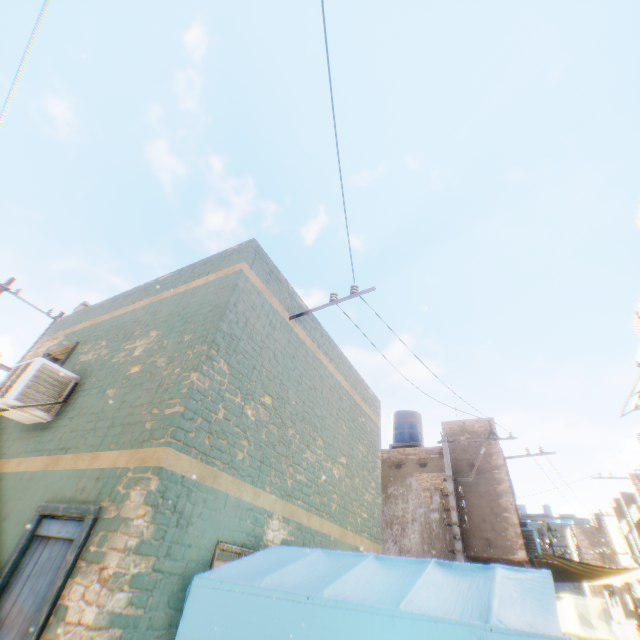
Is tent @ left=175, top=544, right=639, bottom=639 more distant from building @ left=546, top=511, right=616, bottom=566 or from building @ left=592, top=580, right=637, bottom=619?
building @ left=546, top=511, right=616, bottom=566

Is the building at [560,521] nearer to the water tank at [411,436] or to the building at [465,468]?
the building at [465,468]

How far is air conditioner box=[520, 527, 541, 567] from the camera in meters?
11.5

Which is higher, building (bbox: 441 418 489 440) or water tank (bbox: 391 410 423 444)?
water tank (bbox: 391 410 423 444)

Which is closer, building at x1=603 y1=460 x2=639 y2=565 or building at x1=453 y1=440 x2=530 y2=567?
building at x1=453 y1=440 x2=530 y2=567

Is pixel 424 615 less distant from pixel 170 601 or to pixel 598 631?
pixel 170 601

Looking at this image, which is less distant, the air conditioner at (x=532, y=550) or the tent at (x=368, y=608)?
the tent at (x=368, y=608)

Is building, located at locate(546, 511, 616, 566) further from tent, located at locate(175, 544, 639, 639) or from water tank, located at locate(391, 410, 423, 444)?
water tank, located at locate(391, 410, 423, 444)
